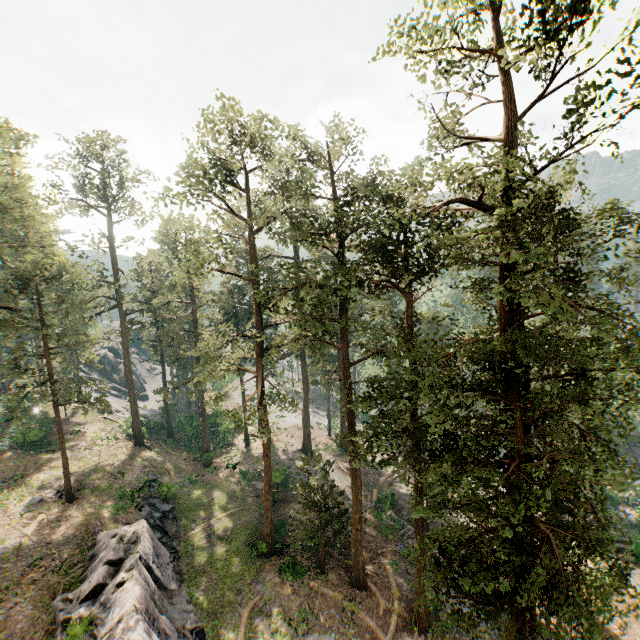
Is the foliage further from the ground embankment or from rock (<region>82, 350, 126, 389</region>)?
rock (<region>82, 350, 126, 389</region>)

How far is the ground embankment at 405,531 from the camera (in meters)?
26.62

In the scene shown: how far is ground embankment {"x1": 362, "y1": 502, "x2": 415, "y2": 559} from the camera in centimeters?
2662cm

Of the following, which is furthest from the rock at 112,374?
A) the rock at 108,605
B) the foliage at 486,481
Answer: the rock at 108,605

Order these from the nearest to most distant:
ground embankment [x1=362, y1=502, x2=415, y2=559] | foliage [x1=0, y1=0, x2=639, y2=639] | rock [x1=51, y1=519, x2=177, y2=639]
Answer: foliage [x1=0, y1=0, x2=639, y2=639] < rock [x1=51, y1=519, x2=177, y2=639] < ground embankment [x1=362, y1=502, x2=415, y2=559]

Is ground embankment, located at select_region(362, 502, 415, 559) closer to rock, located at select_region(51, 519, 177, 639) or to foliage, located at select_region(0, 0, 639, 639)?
foliage, located at select_region(0, 0, 639, 639)

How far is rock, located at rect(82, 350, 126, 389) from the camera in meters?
56.4

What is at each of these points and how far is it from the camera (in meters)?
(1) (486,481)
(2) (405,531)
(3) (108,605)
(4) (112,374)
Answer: (1) foliage, 9.38
(2) ground embankment, 28.16
(3) rock, 17.12
(4) rock, 57.38
